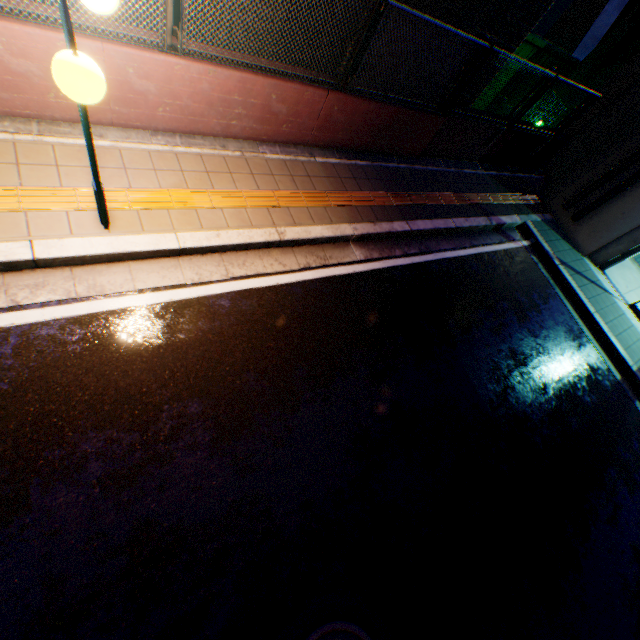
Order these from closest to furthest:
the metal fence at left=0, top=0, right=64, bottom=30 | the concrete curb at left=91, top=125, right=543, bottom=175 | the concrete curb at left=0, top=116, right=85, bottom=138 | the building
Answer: the metal fence at left=0, top=0, right=64, bottom=30
the concrete curb at left=0, top=116, right=85, bottom=138
the concrete curb at left=91, top=125, right=543, bottom=175
the building

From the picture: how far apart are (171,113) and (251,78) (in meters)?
1.19

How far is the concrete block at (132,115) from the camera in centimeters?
386cm

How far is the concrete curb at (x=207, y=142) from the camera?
4.28m

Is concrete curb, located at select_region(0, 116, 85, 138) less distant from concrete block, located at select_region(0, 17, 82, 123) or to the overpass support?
concrete block, located at select_region(0, 17, 82, 123)

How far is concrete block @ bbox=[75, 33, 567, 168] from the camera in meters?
3.9

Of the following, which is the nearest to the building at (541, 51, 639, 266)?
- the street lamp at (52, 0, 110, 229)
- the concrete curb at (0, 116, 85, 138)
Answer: the concrete curb at (0, 116, 85, 138)

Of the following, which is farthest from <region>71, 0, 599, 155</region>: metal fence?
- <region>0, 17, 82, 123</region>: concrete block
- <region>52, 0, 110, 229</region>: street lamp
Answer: <region>52, 0, 110, 229</region>: street lamp
